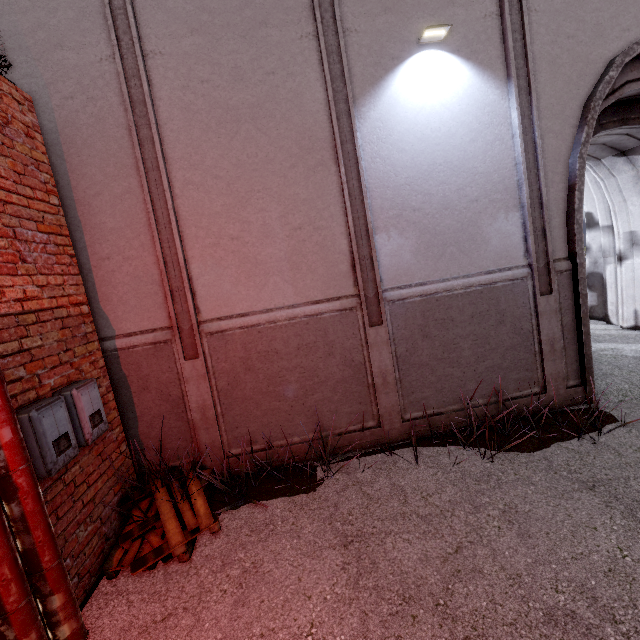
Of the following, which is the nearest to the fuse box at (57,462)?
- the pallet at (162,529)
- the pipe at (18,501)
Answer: the pipe at (18,501)

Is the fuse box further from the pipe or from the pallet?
the pallet

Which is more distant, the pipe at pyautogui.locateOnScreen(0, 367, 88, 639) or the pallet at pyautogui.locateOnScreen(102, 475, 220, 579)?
the pallet at pyautogui.locateOnScreen(102, 475, 220, 579)

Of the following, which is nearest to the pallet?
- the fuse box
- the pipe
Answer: the pipe

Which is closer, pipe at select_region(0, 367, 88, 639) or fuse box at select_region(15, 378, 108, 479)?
pipe at select_region(0, 367, 88, 639)

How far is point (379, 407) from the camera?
4.5m
